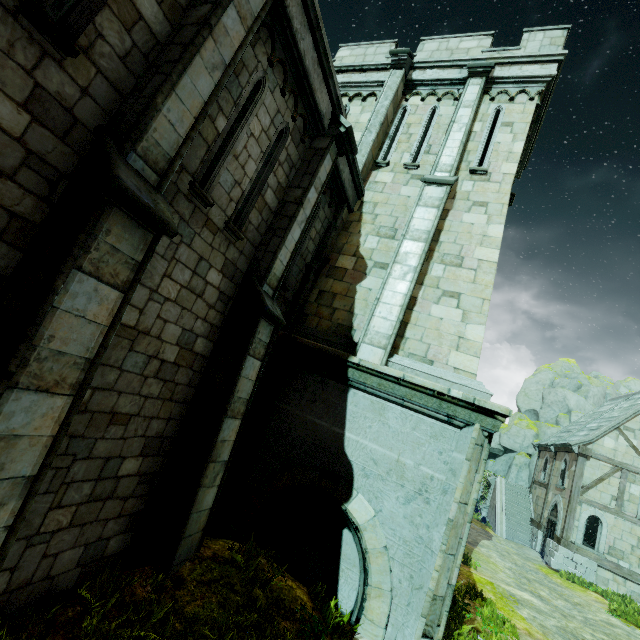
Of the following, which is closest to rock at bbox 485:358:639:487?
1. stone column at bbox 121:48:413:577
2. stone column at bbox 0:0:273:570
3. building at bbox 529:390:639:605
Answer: building at bbox 529:390:639:605

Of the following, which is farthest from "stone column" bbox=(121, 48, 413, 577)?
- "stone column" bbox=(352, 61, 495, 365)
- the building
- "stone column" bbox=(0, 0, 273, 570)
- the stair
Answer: the stair

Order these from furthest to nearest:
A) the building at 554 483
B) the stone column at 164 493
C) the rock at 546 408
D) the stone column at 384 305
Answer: the rock at 546 408, the building at 554 483, the stone column at 384 305, the stone column at 164 493

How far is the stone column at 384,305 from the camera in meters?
7.4 m

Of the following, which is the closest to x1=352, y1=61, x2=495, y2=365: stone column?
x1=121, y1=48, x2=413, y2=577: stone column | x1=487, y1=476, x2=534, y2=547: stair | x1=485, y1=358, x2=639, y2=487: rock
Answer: x1=121, y1=48, x2=413, y2=577: stone column

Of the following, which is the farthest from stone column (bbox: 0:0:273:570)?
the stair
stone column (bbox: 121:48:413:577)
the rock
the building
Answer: the rock

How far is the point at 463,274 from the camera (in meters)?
8.02

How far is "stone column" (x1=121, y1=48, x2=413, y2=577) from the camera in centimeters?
518cm
